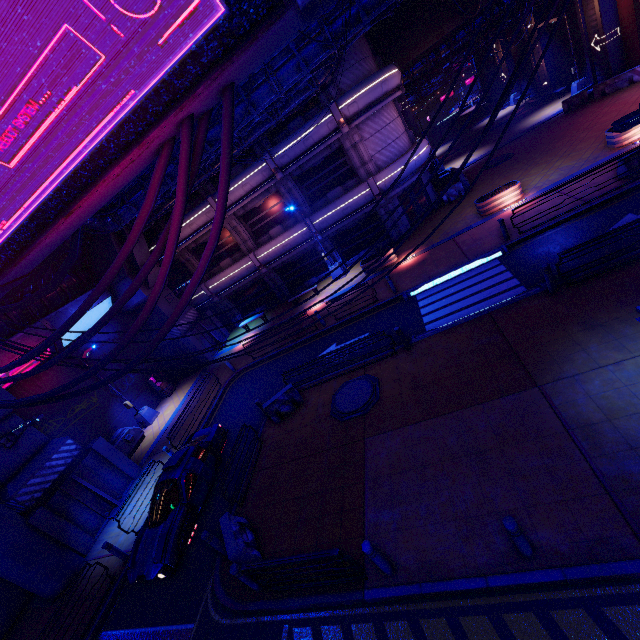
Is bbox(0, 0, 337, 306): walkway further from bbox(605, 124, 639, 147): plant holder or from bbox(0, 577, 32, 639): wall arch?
bbox(605, 124, 639, 147): plant holder

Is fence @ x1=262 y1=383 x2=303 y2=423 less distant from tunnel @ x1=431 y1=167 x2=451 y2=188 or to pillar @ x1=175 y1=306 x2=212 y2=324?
pillar @ x1=175 y1=306 x2=212 y2=324

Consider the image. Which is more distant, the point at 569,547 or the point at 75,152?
the point at 569,547

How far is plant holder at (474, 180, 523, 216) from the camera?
17.0m

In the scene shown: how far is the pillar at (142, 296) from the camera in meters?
22.4

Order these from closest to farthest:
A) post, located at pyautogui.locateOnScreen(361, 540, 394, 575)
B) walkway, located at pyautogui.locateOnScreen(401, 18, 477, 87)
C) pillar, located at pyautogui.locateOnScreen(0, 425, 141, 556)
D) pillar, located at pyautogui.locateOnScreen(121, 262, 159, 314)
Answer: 1. post, located at pyautogui.locateOnScreen(361, 540, 394, 575)
2. pillar, located at pyautogui.locateOnScreen(0, 425, 141, 556)
3. pillar, located at pyautogui.locateOnScreen(121, 262, 159, 314)
4. walkway, located at pyautogui.locateOnScreen(401, 18, 477, 87)

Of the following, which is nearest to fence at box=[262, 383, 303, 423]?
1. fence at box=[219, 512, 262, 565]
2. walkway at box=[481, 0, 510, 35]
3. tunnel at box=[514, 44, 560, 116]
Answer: fence at box=[219, 512, 262, 565]

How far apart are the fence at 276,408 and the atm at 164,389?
13.1 meters
